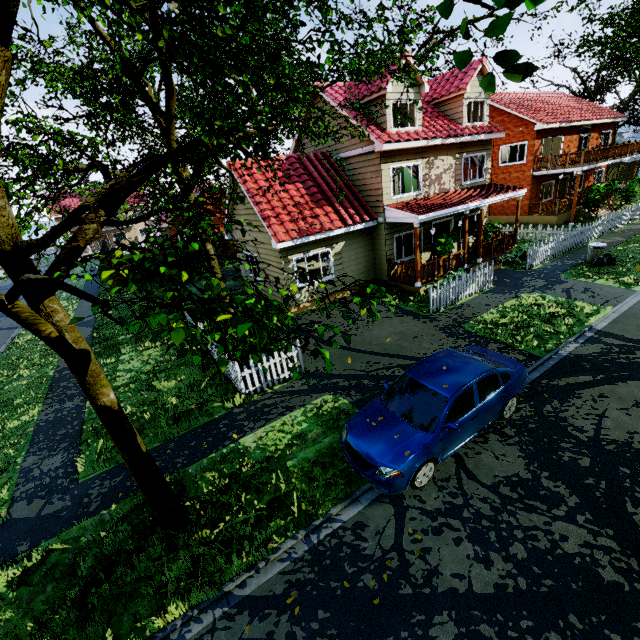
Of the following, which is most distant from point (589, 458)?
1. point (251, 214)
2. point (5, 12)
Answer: point (251, 214)

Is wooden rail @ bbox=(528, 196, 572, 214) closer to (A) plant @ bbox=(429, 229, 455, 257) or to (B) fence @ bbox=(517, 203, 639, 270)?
(B) fence @ bbox=(517, 203, 639, 270)

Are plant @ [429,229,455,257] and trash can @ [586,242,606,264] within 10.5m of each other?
yes

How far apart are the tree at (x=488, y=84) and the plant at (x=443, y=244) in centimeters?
1522cm

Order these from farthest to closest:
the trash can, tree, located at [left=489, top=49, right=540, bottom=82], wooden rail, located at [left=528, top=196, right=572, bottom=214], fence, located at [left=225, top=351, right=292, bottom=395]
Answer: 1. wooden rail, located at [left=528, top=196, right=572, bottom=214]
2. the trash can
3. fence, located at [left=225, top=351, right=292, bottom=395]
4. tree, located at [left=489, top=49, right=540, bottom=82]

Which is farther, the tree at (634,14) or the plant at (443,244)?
the plant at (443,244)

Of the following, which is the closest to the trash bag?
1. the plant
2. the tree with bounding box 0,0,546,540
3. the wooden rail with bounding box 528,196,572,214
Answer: the tree with bounding box 0,0,546,540

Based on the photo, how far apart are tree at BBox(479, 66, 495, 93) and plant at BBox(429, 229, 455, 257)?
15.22m
